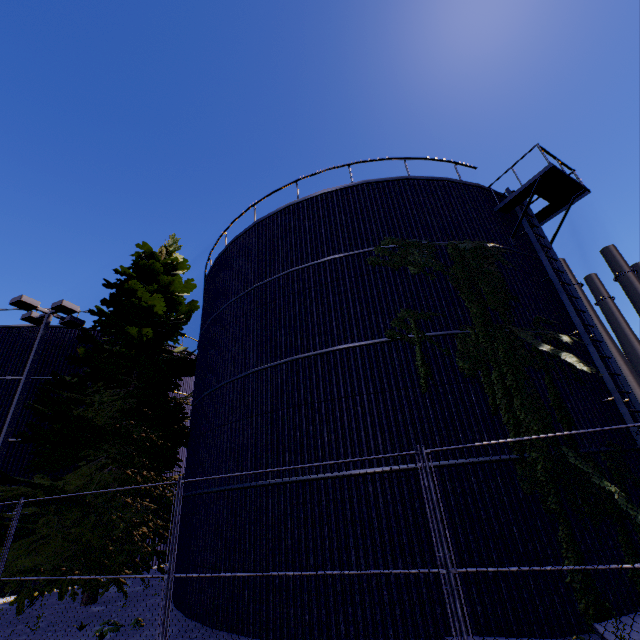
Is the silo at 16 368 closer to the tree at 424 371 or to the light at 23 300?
the tree at 424 371

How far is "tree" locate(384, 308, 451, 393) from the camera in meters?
8.0

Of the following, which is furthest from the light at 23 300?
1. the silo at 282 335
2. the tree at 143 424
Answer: the silo at 282 335

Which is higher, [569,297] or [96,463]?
[569,297]

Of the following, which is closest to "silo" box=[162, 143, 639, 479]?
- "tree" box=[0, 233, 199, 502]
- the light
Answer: "tree" box=[0, 233, 199, 502]

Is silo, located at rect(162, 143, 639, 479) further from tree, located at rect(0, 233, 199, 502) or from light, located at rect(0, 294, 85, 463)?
light, located at rect(0, 294, 85, 463)
